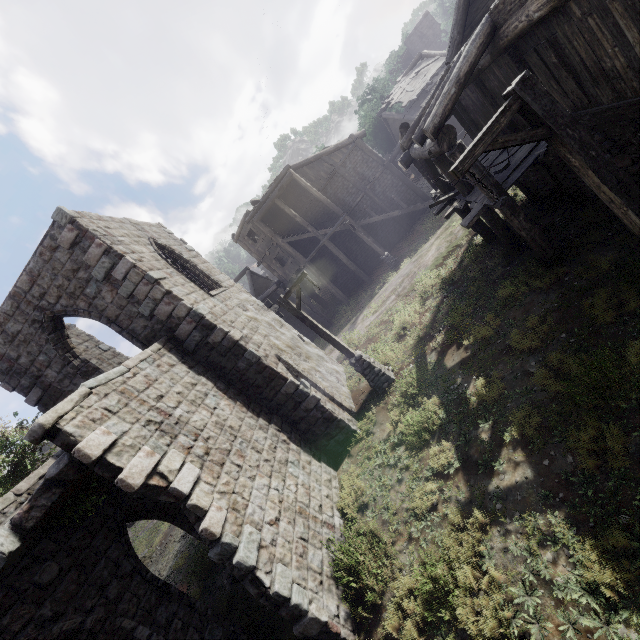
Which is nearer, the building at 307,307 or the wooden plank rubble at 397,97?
the wooden plank rubble at 397,97

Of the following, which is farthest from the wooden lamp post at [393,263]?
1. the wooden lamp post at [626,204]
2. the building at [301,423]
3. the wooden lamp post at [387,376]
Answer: the wooden lamp post at [626,204]

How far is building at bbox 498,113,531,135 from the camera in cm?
915

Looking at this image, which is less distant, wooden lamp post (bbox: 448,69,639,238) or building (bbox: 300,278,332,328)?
wooden lamp post (bbox: 448,69,639,238)

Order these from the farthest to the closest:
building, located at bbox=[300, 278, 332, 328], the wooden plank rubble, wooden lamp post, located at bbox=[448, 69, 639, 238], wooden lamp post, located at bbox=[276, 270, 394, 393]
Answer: building, located at bbox=[300, 278, 332, 328]
the wooden plank rubble
wooden lamp post, located at bbox=[276, 270, 394, 393]
wooden lamp post, located at bbox=[448, 69, 639, 238]

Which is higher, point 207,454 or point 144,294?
point 144,294

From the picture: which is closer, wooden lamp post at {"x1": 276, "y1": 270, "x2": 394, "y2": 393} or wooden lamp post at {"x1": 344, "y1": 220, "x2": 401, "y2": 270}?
wooden lamp post at {"x1": 276, "y1": 270, "x2": 394, "y2": 393}

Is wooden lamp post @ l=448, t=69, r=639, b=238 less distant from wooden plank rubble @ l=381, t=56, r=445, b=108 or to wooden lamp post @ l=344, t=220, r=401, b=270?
wooden lamp post @ l=344, t=220, r=401, b=270
